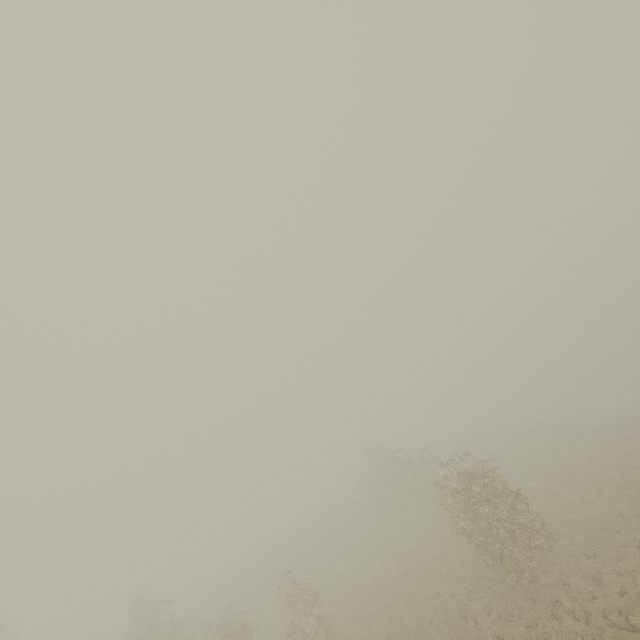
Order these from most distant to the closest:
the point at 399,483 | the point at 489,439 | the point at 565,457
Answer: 1. the point at 489,439
2. the point at 399,483
3. the point at 565,457
